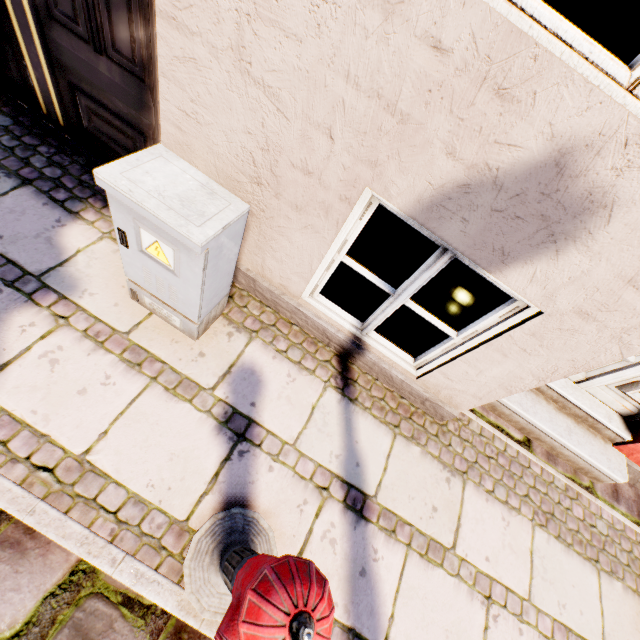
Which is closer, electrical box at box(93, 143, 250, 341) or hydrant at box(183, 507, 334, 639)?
hydrant at box(183, 507, 334, 639)

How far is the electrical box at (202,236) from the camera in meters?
1.4

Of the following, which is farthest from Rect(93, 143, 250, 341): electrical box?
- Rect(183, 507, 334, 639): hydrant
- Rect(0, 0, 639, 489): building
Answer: Rect(183, 507, 334, 639): hydrant

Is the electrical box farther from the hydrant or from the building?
the hydrant

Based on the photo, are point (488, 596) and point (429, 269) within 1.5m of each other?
no

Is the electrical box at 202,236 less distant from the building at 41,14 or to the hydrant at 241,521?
the building at 41,14
